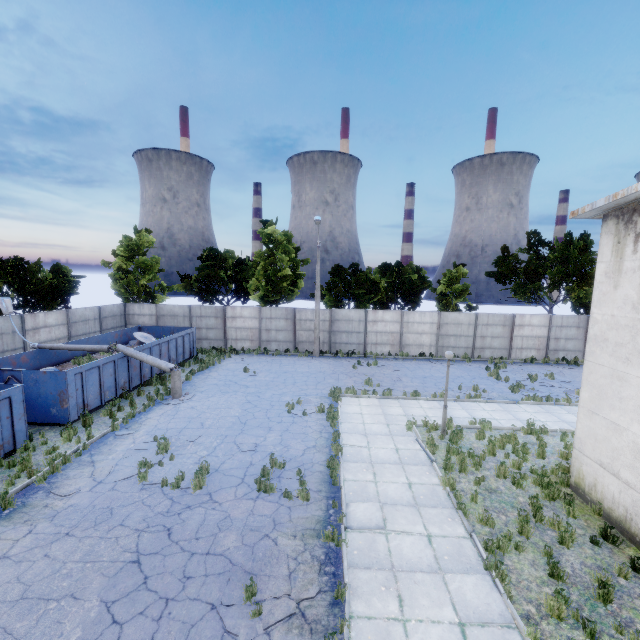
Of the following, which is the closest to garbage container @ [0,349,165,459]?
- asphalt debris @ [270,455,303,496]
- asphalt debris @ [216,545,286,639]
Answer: asphalt debris @ [270,455,303,496]

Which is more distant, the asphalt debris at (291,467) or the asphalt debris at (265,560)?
the asphalt debris at (291,467)

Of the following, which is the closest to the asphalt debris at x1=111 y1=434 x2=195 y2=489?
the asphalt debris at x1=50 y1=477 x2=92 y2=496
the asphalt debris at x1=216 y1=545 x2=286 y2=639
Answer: the asphalt debris at x1=50 y1=477 x2=92 y2=496

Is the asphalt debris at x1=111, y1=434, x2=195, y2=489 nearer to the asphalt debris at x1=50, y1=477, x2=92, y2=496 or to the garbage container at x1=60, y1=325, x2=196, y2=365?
the asphalt debris at x1=50, y1=477, x2=92, y2=496

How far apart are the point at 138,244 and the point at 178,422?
20.5m

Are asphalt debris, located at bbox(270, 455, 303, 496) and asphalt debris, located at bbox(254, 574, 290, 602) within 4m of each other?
yes

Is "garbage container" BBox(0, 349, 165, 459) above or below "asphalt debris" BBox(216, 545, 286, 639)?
above

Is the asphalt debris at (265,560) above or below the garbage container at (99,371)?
below
